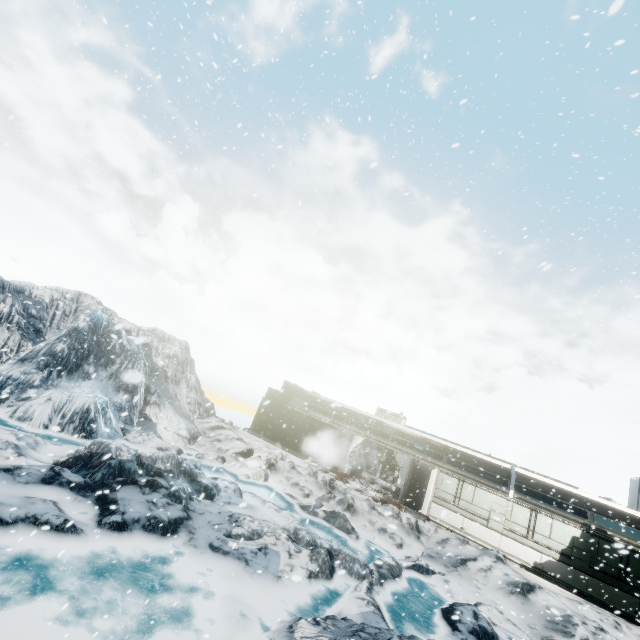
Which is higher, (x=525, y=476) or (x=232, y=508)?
(x=525, y=476)
